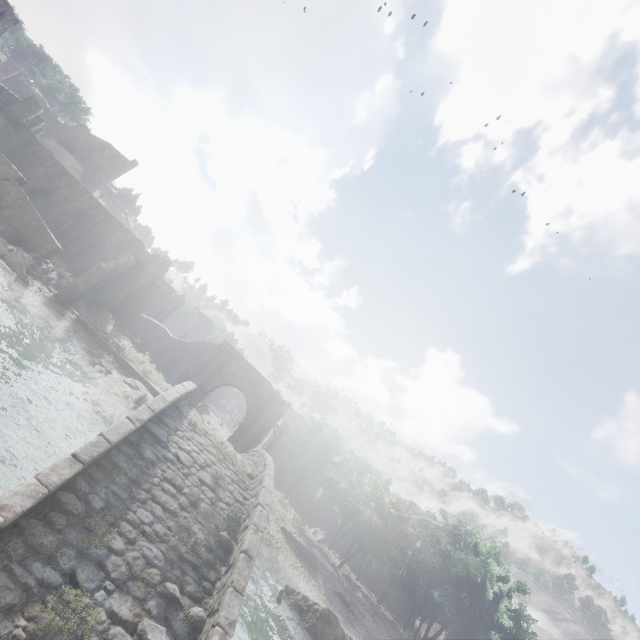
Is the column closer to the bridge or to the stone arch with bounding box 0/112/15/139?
the stone arch with bounding box 0/112/15/139

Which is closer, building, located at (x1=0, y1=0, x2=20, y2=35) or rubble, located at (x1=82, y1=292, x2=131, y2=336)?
building, located at (x1=0, y1=0, x2=20, y2=35)

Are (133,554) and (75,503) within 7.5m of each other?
yes

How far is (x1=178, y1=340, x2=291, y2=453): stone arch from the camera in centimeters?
2430cm

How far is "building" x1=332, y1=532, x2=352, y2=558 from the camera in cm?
4069

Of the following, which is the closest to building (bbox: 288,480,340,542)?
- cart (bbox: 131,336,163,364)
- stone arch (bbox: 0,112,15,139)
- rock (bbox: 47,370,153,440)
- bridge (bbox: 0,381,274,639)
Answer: stone arch (bbox: 0,112,15,139)

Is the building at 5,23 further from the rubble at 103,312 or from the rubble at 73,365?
the rubble at 73,365

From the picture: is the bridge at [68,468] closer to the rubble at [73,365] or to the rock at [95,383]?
the rock at [95,383]
